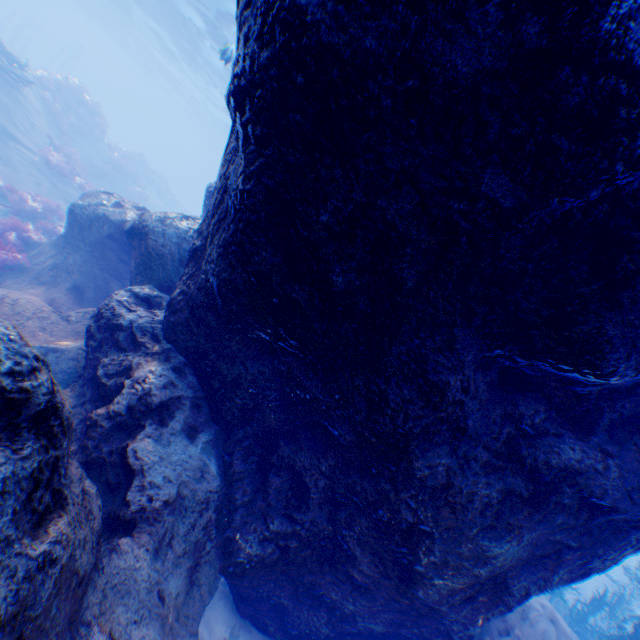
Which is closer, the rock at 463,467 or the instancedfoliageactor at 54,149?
the rock at 463,467

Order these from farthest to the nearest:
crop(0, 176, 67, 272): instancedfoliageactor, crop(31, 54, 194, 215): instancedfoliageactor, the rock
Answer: crop(31, 54, 194, 215): instancedfoliageactor, crop(0, 176, 67, 272): instancedfoliageactor, the rock

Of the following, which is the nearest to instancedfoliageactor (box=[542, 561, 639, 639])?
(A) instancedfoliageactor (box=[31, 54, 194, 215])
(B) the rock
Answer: (B) the rock

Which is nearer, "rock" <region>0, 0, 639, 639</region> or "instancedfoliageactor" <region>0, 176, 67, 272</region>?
"rock" <region>0, 0, 639, 639</region>

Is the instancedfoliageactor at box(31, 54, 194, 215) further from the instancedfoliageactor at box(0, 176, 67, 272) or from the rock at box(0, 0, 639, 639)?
the instancedfoliageactor at box(0, 176, 67, 272)

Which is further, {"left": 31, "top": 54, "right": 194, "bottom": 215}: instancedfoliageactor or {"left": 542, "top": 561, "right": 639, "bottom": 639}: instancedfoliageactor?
{"left": 31, "top": 54, "right": 194, "bottom": 215}: instancedfoliageactor

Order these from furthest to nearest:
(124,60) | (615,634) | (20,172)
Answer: (124,60)
(20,172)
(615,634)

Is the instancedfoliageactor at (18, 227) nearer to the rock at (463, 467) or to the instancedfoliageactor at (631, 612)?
the rock at (463, 467)
